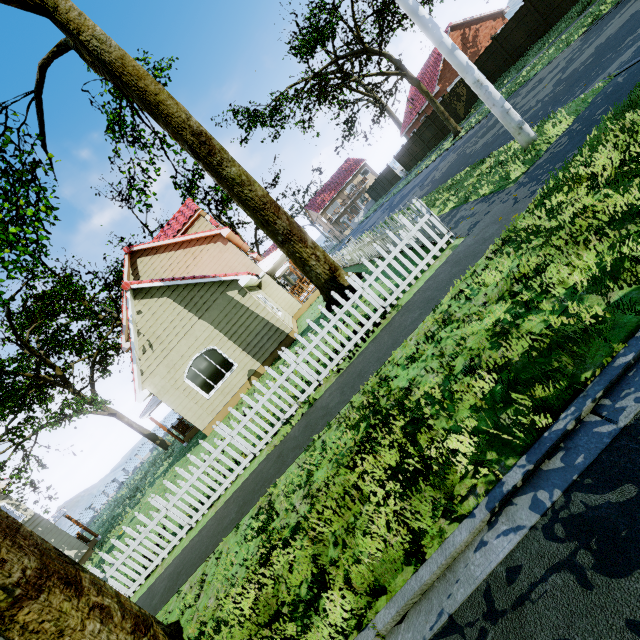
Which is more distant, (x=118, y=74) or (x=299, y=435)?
(x=118, y=74)

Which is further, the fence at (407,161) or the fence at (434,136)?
the fence at (407,161)

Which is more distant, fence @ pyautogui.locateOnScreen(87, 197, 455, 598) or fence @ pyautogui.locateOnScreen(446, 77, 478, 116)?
fence @ pyautogui.locateOnScreen(446, 77, 478, 116)

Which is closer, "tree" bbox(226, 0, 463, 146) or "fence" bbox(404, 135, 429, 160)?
"tree" bbox(226, 0, 463, 146)

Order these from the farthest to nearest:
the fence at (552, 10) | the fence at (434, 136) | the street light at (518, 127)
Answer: the fence at (434, 136)
the fence at (552, 10)
the street light at (518, 127)

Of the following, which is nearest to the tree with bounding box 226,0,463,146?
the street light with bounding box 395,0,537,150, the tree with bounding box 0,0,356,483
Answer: the tree with bounding box 0,0,356,483

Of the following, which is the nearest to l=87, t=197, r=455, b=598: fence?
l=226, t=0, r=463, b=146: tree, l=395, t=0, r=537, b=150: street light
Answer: l=226, t=0, r=463, b=146: tree

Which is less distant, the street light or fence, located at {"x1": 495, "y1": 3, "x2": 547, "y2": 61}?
the street light
